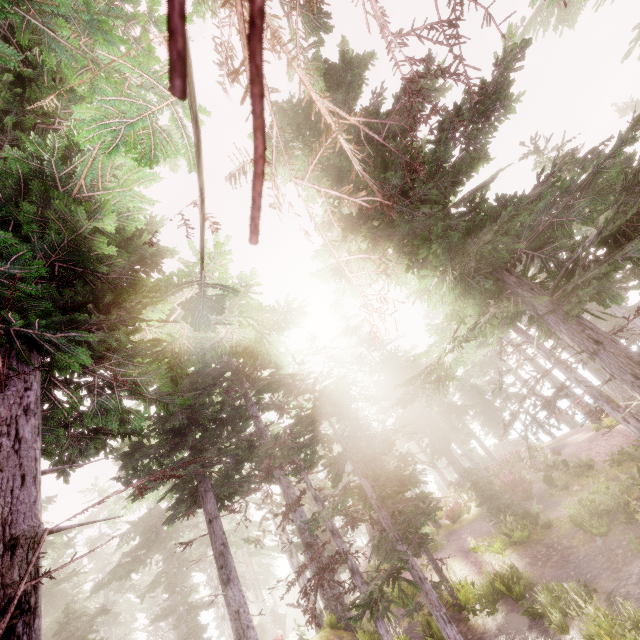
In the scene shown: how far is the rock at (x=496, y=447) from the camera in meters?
46.7

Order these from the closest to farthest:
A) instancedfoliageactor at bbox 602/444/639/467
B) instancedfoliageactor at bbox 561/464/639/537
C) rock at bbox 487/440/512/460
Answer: instancedfoliageactor at bbox 561/464/639/537 < instancedfoliageactor at bbox 602/444/639/467 < rock at bbox 487/440/512/460

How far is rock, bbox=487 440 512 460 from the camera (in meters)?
46.75

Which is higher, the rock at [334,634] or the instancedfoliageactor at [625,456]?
the rock at [334,634]

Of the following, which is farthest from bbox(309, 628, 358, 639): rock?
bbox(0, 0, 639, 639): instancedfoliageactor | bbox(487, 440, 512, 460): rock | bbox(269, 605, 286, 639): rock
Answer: bbox(487, 440, 512, 460): rock

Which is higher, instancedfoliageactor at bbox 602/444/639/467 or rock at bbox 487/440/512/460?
rock at bbox 487/440/512/460

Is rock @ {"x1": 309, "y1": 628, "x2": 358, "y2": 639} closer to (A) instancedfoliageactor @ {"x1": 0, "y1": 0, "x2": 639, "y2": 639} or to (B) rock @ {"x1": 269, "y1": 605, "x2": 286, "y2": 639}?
(A) instancedfoliageactor @ {"x1": 0, "y1": 0, "x2": 639, "y2": 639}

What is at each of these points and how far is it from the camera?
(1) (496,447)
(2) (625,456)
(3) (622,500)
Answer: (1) rock, 48.5 meters
(2) instancedfoliageactor, 16.4 meters
(3) instancedfoliageactor, 12.0 meters
